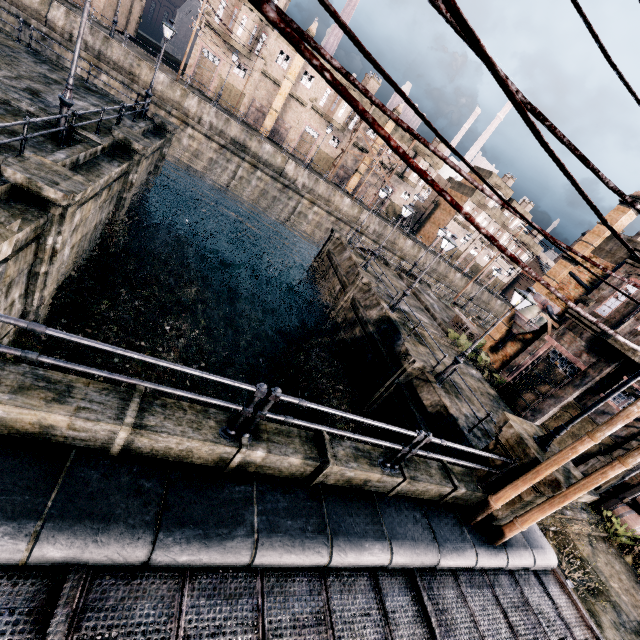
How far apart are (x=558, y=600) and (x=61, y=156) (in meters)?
20.11

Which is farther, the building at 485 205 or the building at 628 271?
the building at 485 205

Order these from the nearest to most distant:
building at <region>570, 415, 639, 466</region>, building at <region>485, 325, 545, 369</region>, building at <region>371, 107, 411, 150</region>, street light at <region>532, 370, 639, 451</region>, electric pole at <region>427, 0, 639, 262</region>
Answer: electric pole at <region>427, 0, 639, 262</region>
street light at <region>532, 370, 639, 451</region>
building at <region>570, 415, 639, 466</region>
building at <region>485, 325, 545, 369</region>
building at <region>371, 107, 411, 150</region>

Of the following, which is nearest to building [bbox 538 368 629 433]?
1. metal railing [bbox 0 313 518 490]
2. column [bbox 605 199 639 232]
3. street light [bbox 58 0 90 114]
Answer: column [bbox 605 199 639 232]

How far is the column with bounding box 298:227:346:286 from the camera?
29.62m

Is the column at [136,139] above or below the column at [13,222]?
below

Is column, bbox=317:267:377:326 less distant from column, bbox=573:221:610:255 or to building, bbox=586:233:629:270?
building, bbox=586:233:629:270

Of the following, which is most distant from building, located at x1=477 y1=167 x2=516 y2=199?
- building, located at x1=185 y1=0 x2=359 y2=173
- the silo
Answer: the silo
